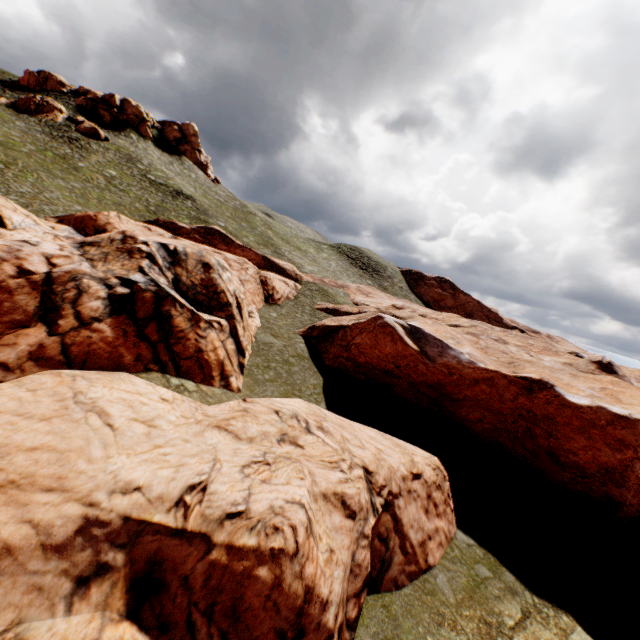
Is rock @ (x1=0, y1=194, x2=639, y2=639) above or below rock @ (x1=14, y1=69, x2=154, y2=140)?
below

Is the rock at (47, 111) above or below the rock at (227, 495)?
above

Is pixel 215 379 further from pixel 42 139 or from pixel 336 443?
pixel 42 139

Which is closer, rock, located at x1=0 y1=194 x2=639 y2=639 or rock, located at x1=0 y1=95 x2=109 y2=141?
rock, located at x1=0 y1=194 x2=639 y2=639

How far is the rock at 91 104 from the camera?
51.53m

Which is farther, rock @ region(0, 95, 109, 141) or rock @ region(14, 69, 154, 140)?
rock @ region(14, 69, 154, 140)
